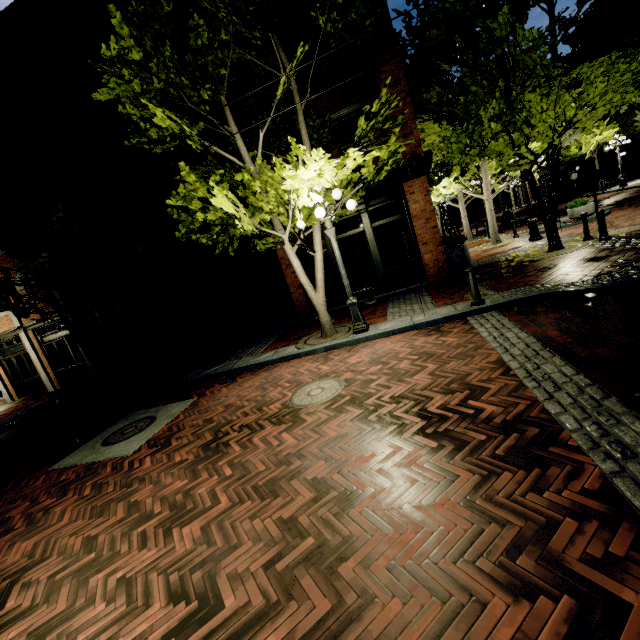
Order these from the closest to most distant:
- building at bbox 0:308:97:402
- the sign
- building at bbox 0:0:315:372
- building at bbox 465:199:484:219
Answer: the sign < building at bbox 0:0:315:372 < building at bbox 0:308:97:402 < building at bbox 465:199:484:219

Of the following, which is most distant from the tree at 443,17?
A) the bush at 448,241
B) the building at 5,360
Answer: the bush at 448,241

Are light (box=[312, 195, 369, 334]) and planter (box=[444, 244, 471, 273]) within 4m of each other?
no

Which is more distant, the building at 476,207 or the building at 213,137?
the building at 476,207

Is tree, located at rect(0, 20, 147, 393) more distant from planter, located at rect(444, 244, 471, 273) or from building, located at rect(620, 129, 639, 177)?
planter, located at rect(444, 244, 471, 273)

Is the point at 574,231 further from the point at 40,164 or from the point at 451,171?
the point at 40,164

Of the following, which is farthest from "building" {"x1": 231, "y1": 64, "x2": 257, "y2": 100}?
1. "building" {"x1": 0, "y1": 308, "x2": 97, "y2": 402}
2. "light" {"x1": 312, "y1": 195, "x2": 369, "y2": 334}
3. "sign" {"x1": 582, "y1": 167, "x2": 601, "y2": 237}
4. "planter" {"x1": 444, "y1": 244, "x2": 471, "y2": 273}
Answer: "sign" {"x1": 582, "y1": 167, "x2": 601, "y2": 237}

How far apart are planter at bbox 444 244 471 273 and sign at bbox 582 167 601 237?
3.5 meters
